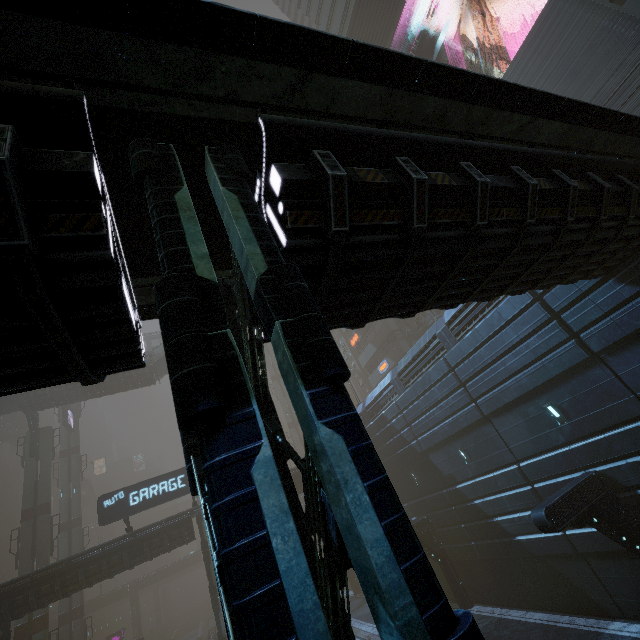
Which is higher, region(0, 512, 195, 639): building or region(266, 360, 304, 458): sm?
region(266, 360, 304, 458): sm

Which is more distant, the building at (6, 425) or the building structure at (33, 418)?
the building at (6, 425)

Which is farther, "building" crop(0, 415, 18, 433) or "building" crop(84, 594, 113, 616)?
"building" crop(84, 594, 113, 616)

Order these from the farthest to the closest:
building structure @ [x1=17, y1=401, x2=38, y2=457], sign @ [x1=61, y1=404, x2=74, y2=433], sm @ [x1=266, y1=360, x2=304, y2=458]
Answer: sm @ [x1=266, y1=360, x2=304, y2=458]
sign @ [x1=61, y1=404, x2=74, y2=433]
building structure @ [x1=17, y1=401, x2=38, y2=457]

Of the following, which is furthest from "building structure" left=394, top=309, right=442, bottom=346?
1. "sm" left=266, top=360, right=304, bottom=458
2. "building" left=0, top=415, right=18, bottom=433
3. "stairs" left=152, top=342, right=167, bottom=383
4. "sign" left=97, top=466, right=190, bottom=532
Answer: "building" left=0, top=415, right=18, bottom=433

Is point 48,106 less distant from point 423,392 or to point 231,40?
point 231,40

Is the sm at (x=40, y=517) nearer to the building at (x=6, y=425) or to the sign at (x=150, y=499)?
the building at (x=6, y=425)

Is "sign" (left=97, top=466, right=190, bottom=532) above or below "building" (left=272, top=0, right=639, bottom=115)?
below
